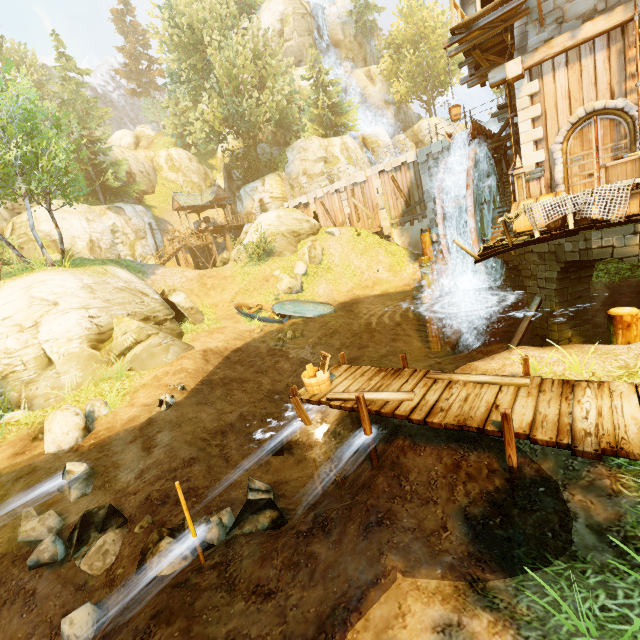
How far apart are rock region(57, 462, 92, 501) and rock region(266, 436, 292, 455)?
4.4m

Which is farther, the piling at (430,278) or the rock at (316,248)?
the rock at (316,248)

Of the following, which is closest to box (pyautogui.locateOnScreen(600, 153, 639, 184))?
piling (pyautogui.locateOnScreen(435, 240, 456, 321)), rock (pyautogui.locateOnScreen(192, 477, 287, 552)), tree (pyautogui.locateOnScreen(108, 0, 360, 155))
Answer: piling (pyautogui.locateOnScreen(435, 240, 456, 321))

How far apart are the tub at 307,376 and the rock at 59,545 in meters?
4.8 m

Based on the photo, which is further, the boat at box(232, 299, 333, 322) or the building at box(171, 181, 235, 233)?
the building at box(171, 181, 235, 233)

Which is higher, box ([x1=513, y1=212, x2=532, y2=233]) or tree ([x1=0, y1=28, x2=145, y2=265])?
tree ([x1=0, y1=28, x2=145, y2=265])

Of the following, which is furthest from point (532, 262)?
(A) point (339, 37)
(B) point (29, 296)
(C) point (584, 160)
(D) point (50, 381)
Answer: (A) point (339, 37)

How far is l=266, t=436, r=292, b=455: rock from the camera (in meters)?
9.75
